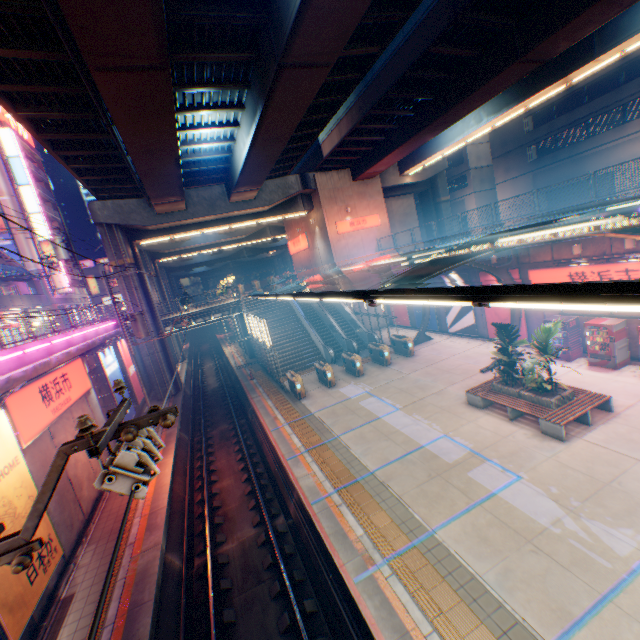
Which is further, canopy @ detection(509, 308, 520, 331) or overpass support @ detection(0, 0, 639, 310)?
canopy @ detection(509, 308, 520, 331)

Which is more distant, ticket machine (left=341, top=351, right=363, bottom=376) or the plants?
ticket machine (left=341, top=351, right=363, bottom=376)

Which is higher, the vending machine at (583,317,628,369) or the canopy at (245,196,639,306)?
the canopy at (245,196,639,306)

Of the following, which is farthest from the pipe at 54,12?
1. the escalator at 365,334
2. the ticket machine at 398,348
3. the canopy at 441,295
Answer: the ticket machine at 398,348

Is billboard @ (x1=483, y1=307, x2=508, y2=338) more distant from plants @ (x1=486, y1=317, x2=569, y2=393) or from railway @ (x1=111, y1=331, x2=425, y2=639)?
railway @ (x1=111, y1=331, x2=425, y2=639)

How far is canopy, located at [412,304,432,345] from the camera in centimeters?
2359cm

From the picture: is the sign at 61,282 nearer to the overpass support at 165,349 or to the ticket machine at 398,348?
the overpass support at 165,349

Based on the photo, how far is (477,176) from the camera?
42.5 meters
